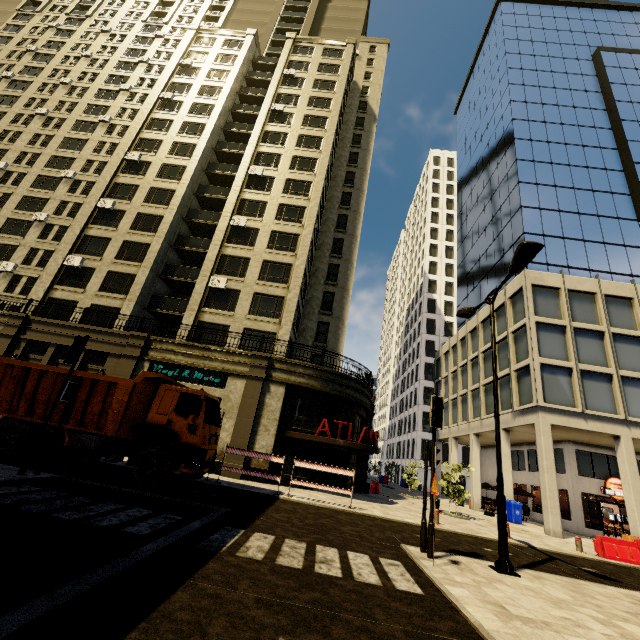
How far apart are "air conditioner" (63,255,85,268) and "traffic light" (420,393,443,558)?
28.4m

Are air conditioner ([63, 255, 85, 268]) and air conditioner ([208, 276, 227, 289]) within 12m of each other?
yes

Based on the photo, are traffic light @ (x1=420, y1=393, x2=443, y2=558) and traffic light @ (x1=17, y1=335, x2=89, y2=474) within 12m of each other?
yes

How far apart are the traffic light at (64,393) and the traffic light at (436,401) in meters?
10.5 m

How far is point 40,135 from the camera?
37.47m

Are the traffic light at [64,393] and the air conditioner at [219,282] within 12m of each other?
no

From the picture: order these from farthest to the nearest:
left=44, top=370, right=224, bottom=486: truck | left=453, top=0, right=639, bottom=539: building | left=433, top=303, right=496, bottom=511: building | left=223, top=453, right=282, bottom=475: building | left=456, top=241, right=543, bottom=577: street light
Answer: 1. left=433, top=303, right=496, bottom=511: building
2. left=453, top=0, right=639, bottom=539: building
3. left=223, top=453, right=282, bottom=475: building
4. left=44, top=370, right=224, bottom=486: truck
5. left=456, top=241, right=543, bottom=577: street light

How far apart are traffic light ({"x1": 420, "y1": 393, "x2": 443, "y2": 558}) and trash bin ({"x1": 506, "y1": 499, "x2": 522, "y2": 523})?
17.9m
